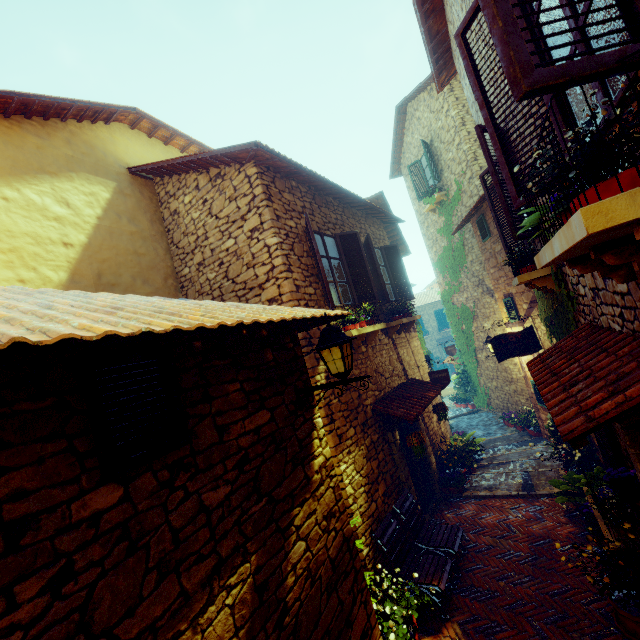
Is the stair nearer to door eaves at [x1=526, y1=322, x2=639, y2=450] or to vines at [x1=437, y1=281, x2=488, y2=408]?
vines at [x1=437, y1=281, x2=488, y2=408]

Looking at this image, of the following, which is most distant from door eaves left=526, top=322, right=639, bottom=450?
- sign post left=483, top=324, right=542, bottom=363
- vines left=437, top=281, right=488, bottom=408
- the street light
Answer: vines left=437, top=281, right=488, bottom=408

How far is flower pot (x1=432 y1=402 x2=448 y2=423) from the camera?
7.47m

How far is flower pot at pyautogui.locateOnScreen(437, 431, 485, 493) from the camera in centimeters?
746cm

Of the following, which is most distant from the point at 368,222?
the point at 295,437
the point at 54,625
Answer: the point at 54,625

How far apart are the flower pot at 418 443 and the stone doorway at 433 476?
0.3m

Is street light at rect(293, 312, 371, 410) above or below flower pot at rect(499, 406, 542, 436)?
above

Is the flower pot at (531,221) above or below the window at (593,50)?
below
